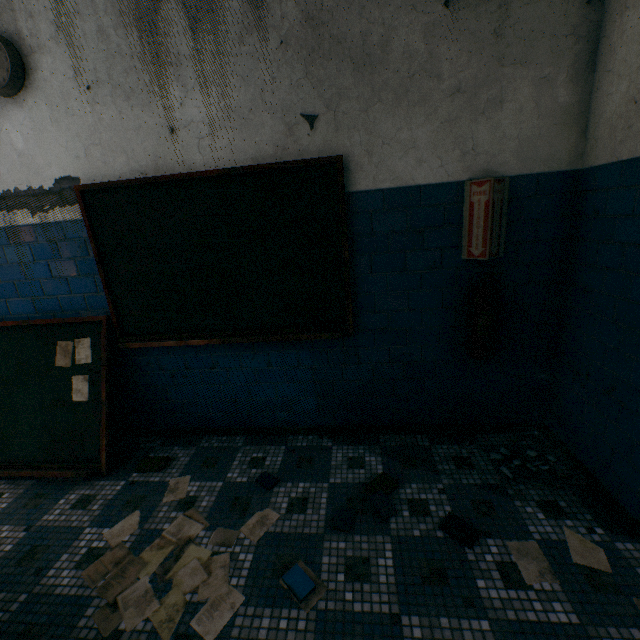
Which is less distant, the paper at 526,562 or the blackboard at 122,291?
the paper at 526,562

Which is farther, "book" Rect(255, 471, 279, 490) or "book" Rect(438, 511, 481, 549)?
"book" Rect(255, 471, 279, 490)

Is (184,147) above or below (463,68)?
below

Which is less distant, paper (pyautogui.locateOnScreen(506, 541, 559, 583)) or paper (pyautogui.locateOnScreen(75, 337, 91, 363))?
paper (pyautogui.locateOnScreen(506, 541, 559, 583))

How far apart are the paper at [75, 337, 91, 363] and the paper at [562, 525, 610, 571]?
3.5 meters

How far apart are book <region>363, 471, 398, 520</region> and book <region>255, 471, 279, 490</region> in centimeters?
62cm

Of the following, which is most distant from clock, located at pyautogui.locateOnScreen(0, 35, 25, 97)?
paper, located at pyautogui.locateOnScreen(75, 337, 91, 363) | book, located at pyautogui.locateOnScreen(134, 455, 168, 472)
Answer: book, located at pyautogui.locateOnScreen(134, 455, 168, 472)

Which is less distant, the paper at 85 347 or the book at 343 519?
the book at 343 519
